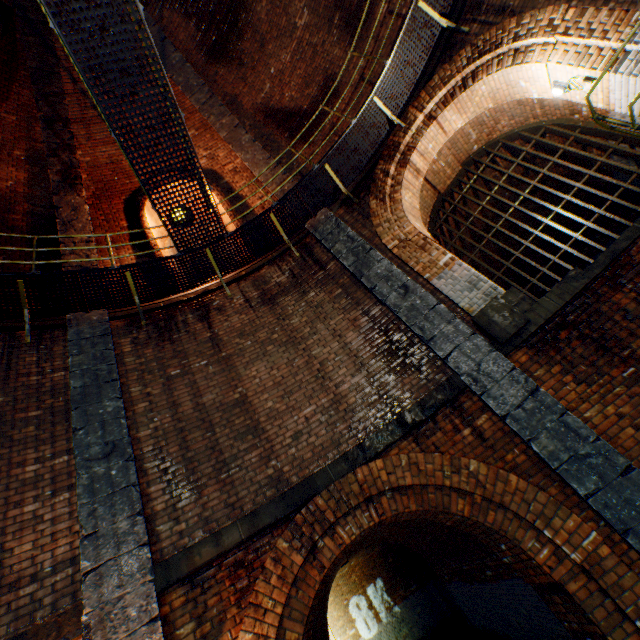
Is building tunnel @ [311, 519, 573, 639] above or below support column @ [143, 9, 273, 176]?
below

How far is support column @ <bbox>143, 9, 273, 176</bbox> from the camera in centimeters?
898cm

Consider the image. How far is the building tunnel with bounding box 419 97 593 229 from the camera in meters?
7.1

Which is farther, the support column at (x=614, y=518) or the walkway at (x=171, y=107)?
the walkway at (x=171, y=107)

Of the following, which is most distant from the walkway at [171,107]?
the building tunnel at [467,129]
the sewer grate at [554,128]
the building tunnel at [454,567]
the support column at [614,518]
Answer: the building tunnel at [454,567]

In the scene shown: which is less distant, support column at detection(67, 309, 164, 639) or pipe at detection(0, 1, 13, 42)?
support column at detection(67, 309, 164, 639)

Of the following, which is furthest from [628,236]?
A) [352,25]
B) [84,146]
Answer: [84,146]

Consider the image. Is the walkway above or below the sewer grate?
above
